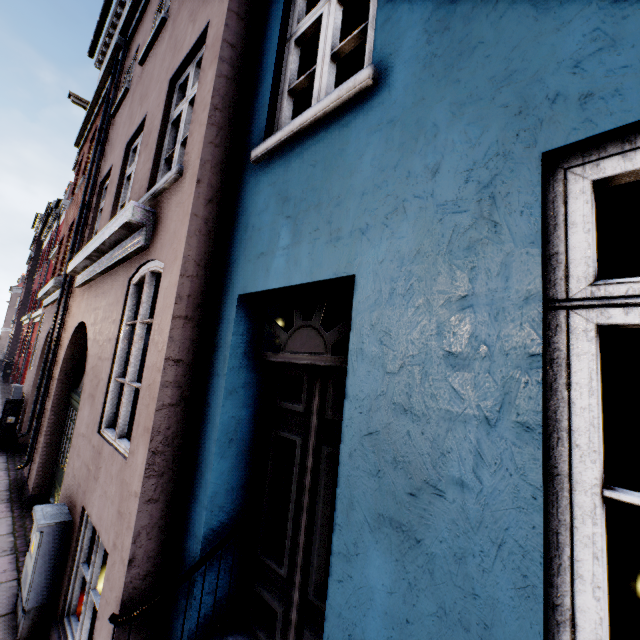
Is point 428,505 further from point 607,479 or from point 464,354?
point 607,479

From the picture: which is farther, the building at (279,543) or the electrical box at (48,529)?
the electrical box at (48,529)

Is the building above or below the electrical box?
above

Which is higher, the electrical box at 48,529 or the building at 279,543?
the building at 279,543

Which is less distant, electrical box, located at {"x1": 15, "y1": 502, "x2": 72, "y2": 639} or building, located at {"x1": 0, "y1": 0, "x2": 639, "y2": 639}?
building, located at {"x1": 0, "y1": 0, "x2": 639, "y2": 639}
